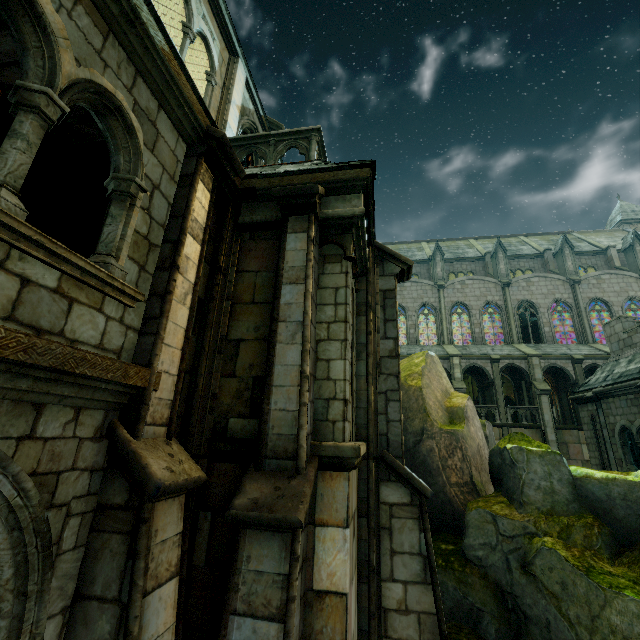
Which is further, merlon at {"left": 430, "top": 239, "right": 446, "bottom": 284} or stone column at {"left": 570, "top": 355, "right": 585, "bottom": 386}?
merlon at {"left": 430, "top": 239, "right": 446, "bottom": 284}

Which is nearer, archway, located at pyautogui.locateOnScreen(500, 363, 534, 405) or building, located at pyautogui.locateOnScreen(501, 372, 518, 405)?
archway, located at pyautogui.locateOnScreen(500, 363, 534, 405)

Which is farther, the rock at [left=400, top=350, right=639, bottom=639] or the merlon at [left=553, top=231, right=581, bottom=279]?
the merlon at [left=553, top=231, right=581, bottom=279]

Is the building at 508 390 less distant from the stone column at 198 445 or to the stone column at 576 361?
the stone column at 576 361

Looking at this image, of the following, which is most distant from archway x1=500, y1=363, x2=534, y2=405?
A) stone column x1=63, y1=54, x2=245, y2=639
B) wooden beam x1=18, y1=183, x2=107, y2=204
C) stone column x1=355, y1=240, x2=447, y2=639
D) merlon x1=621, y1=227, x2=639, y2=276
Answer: stone column x1=63, y1=54, x2=245, y2=639

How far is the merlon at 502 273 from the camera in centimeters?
3159cm

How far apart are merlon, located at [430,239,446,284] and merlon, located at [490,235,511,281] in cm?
459

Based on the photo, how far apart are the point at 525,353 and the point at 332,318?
27.3 meters
